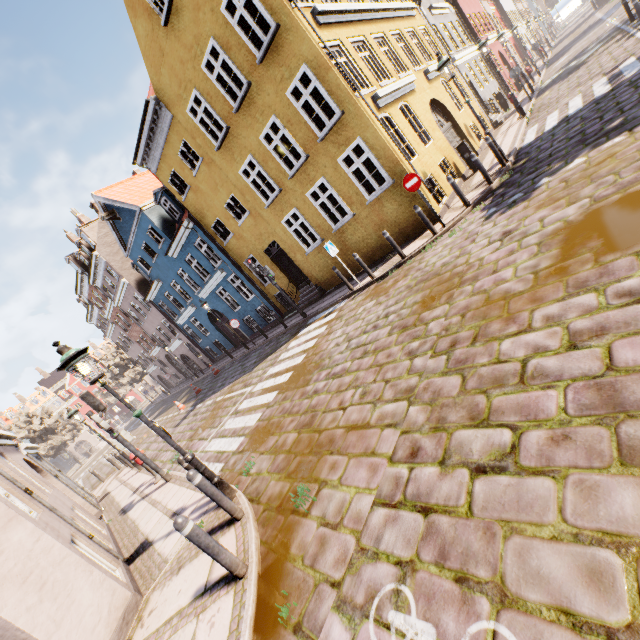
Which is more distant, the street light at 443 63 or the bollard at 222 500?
the street light at 443 63

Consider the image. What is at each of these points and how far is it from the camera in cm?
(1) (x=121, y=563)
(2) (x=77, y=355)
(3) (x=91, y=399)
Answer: (1) building, 644
(2) street light, 492
(3) traffic light, 888

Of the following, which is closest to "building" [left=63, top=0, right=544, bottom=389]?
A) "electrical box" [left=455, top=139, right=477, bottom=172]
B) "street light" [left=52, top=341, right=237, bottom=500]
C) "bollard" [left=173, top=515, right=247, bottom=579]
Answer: "electrical box" [left=455, top=139, right=477, bottom=172]

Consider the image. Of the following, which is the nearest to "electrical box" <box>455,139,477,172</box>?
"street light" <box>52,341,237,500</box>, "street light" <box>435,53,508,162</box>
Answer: "street light" <box>435,53,508,162</box>

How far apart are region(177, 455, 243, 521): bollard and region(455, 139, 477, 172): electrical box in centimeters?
1403cm

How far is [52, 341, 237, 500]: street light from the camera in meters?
4.9 m

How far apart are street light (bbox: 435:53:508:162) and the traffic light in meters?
13.9

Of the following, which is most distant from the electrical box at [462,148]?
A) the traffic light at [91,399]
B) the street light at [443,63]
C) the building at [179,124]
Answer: the traffic light at [91,399]
